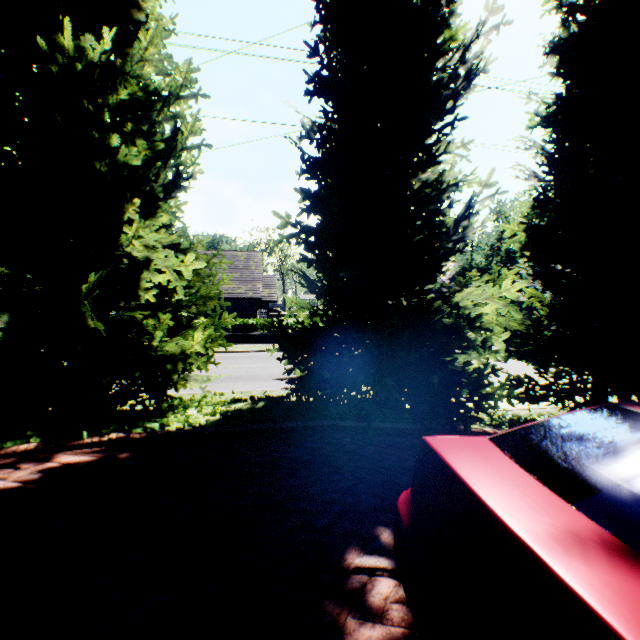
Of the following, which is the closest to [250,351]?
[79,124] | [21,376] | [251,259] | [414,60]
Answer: [251,259]

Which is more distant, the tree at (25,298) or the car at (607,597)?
the tree at (25,298)

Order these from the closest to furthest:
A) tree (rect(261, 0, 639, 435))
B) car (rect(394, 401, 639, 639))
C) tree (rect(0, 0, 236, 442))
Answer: car (rect(394, 401, 639, 639)) < tree (rect(0, 0, 236, 442)) < tree (rect(261, 0, 639, 435))

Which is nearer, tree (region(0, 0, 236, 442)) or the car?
the car

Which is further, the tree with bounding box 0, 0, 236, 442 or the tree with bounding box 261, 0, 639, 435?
the tree with bounding box 261, 0, 639, 435

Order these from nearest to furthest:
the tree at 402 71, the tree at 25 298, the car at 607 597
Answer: the car at 607 597, the tree at 25 298, the tree at 402 71
